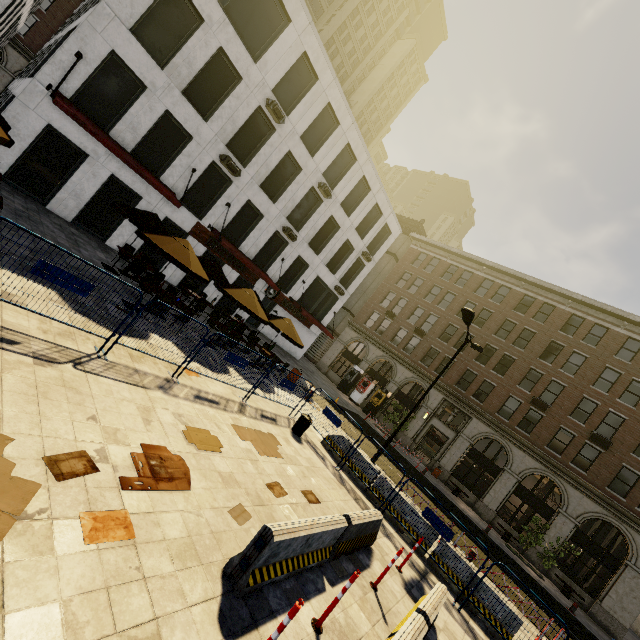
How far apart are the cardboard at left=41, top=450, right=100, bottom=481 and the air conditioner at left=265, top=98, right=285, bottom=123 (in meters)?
18.77

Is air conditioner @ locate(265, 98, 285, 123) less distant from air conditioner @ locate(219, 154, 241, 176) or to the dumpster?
air conditioner @ locate(219, 154, 241, 176)

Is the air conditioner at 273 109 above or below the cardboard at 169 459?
above

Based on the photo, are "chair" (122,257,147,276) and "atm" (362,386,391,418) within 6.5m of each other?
no

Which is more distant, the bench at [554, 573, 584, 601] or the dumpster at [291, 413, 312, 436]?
the bench at [554, 573, 584, 601]

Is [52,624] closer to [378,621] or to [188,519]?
[188,519]

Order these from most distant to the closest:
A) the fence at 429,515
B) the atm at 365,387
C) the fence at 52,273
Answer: the atm at 365,387 < the fence at 429,515 < the fence at 52,273

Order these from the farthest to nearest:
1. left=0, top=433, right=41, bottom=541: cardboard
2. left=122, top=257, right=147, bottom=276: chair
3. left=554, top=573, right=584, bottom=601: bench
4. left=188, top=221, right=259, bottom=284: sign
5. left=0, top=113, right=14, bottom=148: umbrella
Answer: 1. left=554, top=573, right=584, bottom=601: bench
2. left=188, top=221, right=259, bottom=284: sign
3. left=122, top=257, right=147, bottom=276: chair
4. left=0, top=113, right=14, bottom=148: umbrella
5. left=0, top=433, right=41, bottom=541: cardboard
